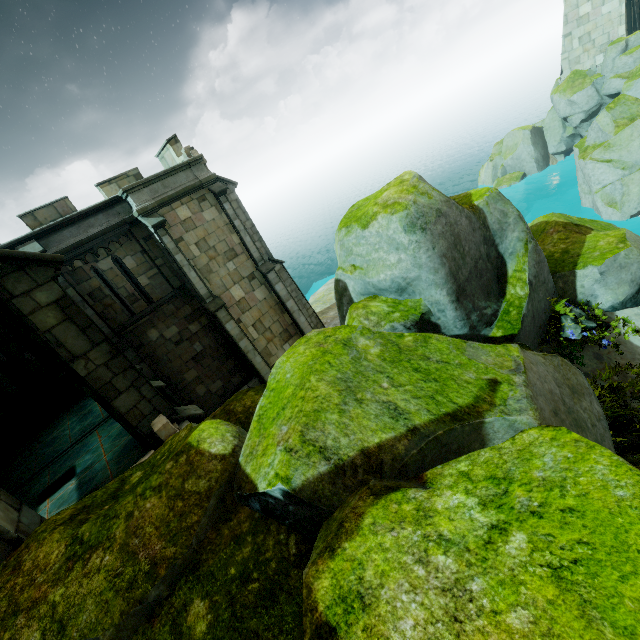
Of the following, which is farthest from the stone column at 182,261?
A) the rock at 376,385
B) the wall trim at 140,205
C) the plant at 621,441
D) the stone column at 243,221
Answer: the plant at 621,441

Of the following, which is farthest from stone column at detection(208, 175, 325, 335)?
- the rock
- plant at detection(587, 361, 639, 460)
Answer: plant at detection(587, 361, 639, 460)

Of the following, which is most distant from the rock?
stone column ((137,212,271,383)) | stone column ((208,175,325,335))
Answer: stone column ((208,175,325,335))

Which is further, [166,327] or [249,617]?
[166,327]

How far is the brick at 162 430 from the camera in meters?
6.6

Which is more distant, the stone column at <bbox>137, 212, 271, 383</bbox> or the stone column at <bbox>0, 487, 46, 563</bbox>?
the stone column at <bbox>137, 212, 271, 383</bbox>

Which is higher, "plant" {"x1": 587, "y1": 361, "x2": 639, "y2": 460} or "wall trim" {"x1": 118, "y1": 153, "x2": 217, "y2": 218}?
"wall trim" {"x1": 118, "y1": 153, "x2": 217, "y2": 218}

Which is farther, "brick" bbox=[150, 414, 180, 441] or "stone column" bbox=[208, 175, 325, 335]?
"stone column" bbox=[208, 175, 325, 335]
